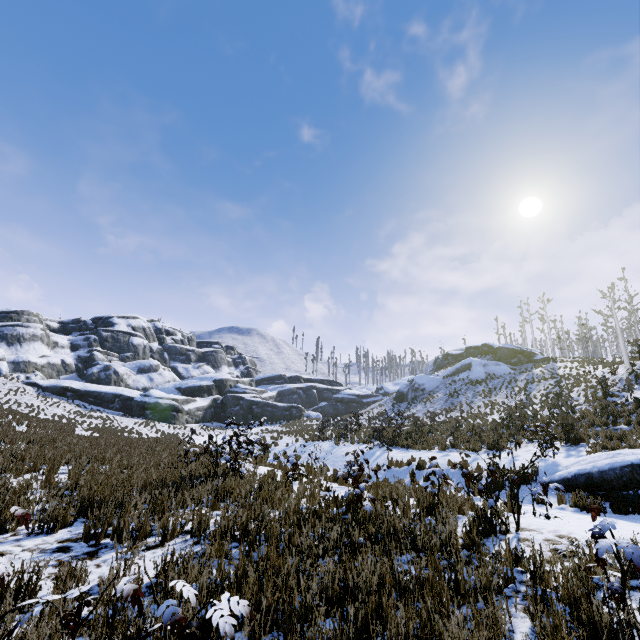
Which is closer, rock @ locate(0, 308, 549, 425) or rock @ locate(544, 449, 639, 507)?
Result: rock @ locate(544, 449, 639, 507)

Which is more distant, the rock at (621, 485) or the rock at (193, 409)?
the rock at (193, 409)

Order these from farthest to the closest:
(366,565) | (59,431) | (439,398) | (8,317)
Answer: (8,317), (439,398), (59,431), (366,565)

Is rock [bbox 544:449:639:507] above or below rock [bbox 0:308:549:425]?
below

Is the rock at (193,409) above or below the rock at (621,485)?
above
